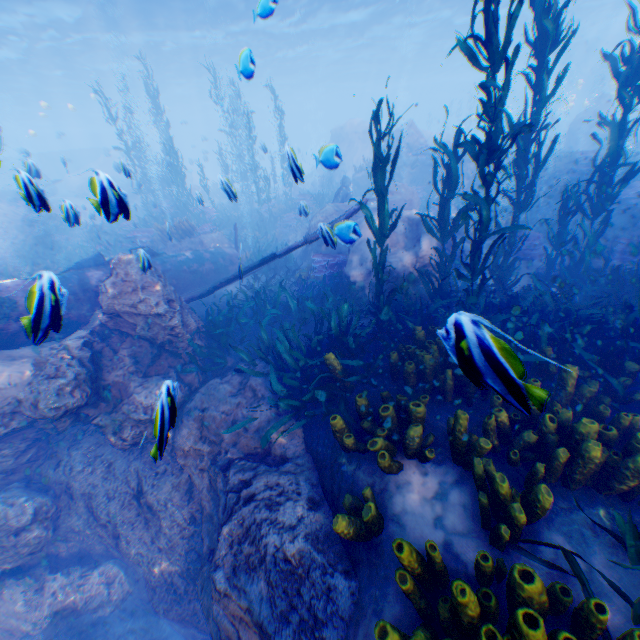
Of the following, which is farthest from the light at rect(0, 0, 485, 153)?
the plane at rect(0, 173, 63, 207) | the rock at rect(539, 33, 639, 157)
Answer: the plane at rect(0, 173, 63, 207)

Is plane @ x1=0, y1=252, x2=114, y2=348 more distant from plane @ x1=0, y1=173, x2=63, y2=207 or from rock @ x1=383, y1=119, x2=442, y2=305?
plane @ x1=0, y1=173, x2=63, y2=207

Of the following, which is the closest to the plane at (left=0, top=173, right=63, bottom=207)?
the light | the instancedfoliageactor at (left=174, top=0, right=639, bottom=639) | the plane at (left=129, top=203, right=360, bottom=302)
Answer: the instancedfoliageactor at (left=174, top=0, right=639, bottom=639)

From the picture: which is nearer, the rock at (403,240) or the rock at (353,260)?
the rock at (353,260)

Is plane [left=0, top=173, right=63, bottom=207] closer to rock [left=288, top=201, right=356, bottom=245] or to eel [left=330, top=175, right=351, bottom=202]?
rock [left=288, top=201, right=356, bottom=245]

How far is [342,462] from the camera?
3.9 meters

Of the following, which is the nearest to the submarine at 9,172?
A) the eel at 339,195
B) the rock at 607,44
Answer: the rock at 607,44

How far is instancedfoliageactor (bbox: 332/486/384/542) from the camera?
2.9m
